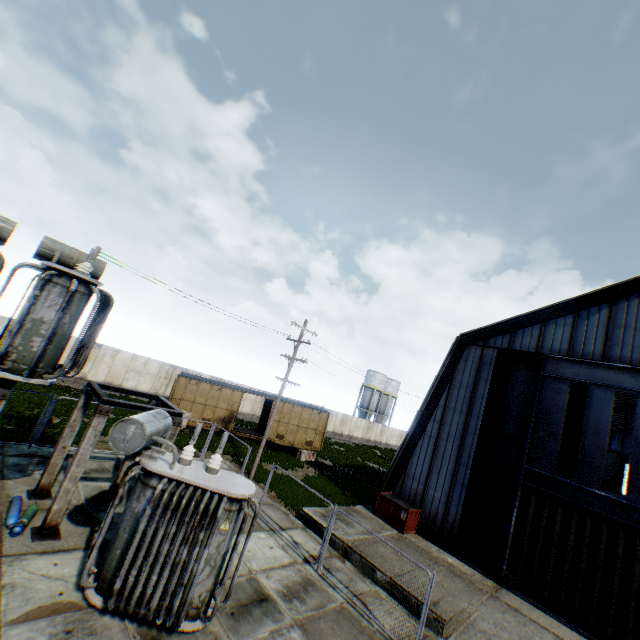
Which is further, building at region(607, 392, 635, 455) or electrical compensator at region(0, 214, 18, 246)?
building at region(607, 392, 635, 455)

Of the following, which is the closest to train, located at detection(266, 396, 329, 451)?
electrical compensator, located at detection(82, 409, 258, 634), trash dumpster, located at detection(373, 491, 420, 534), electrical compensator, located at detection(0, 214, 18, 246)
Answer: trash dumpster, located at detection(373, 491, 420, 534)

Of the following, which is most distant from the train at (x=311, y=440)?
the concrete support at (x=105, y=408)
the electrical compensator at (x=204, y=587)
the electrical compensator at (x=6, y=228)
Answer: the electrical compensator at (x=204, y=587)

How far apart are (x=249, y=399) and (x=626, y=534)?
30.1m

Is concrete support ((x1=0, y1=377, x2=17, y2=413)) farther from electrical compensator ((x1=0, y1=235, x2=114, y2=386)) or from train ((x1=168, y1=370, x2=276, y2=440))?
train ((x1=168, y1=370, x2=276, y2=440))

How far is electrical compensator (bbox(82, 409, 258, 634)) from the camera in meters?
6.7 m

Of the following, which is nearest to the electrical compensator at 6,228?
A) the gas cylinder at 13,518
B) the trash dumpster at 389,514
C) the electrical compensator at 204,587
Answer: the electrical compensator at 204,587

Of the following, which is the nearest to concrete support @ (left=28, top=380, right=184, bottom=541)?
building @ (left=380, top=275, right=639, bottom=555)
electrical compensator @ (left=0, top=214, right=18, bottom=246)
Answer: electrical compensator @ (left=0, top=214, right=18, bottom=246)
